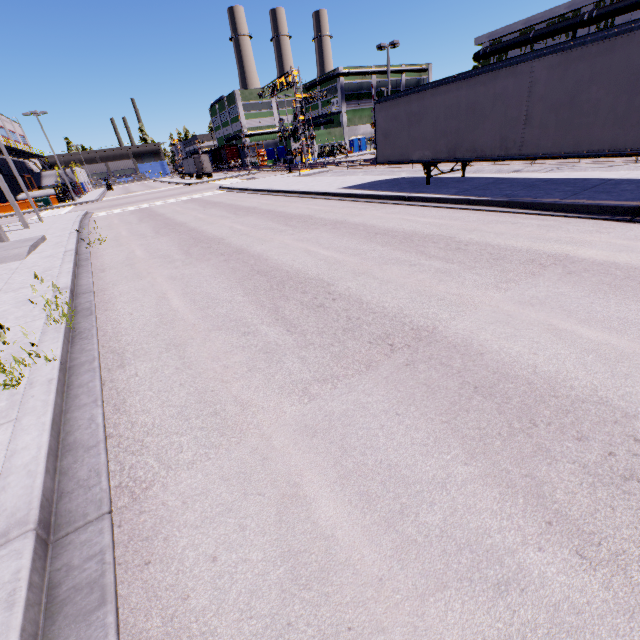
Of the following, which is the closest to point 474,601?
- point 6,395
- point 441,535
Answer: point 441,535

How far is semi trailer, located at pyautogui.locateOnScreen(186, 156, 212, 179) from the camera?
55.06m

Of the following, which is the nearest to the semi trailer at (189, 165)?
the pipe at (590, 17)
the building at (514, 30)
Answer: the building at (514, 30)

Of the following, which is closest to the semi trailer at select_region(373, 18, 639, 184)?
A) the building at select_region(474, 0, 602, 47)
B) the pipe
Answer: the building at select_region(474, 0, 602, 47)

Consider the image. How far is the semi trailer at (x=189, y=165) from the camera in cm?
5506

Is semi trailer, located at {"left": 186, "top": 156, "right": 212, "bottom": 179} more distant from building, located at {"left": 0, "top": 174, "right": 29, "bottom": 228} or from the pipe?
the pipe

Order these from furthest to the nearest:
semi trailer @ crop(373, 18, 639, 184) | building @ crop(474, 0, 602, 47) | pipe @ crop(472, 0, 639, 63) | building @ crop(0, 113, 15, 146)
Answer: building @ crop(0, 113, 15, 146) → building @ crop(474, 0, 602, 47) → pipe @ crop(472, 0, 639, 63) → semi trailer @ crop(373, 18, 639, 184)
